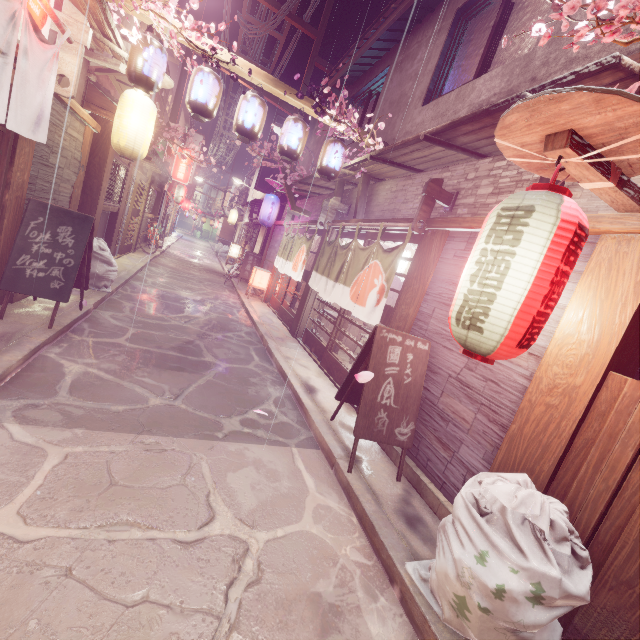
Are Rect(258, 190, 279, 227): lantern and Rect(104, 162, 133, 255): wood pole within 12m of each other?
yes

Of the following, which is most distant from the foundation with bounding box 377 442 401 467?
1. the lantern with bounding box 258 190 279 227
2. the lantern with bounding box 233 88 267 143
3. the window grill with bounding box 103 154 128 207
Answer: the lantern with bounding box 258 190 279 227

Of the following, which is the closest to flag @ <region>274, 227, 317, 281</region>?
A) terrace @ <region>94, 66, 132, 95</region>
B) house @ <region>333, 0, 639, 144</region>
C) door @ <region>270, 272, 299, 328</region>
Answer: door @ <region>270, 272, 299, 328</region>

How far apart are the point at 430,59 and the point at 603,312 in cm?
1044

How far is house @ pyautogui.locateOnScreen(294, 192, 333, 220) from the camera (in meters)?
16.93

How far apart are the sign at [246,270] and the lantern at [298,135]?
14.7m

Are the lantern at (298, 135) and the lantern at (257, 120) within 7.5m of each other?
yes

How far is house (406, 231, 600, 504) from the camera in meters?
5.1 m
